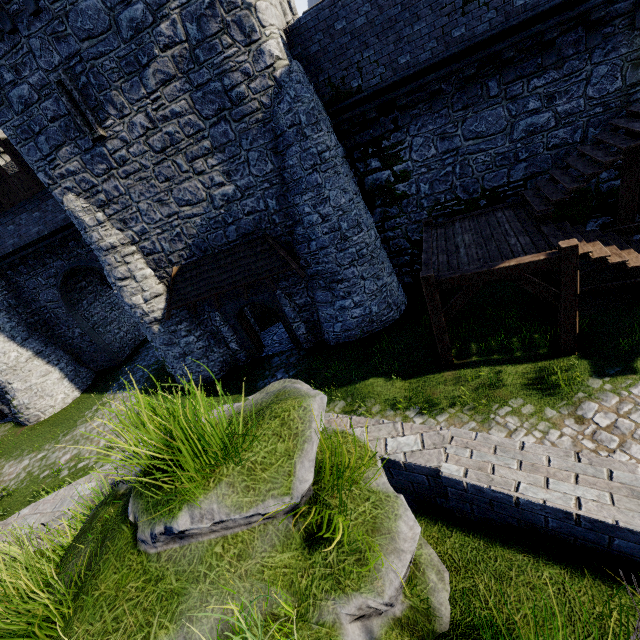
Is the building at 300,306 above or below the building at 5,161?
below

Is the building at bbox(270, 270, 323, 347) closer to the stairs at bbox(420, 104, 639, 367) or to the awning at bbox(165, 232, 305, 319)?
the awning at bbox(165, 232, 305, 319)

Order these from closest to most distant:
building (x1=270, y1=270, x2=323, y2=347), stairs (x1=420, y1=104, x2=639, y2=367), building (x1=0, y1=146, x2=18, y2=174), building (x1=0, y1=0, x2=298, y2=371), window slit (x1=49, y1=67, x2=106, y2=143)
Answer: stairs (x1=420, y1=104, x2=639, y2=367) < building (x1=0, y1=0, x2=298, y2=371) < window slit (x1=49, y1=67, x2=106, y2=143) < building (x1=270, y1=270, x2=323, y2=347) < building (x1=0, y1=146, x2=18, y2=174)

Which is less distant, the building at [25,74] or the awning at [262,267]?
the building at [25,74]

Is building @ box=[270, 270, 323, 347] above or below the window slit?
below

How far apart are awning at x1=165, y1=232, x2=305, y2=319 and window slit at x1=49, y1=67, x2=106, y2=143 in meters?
4.5

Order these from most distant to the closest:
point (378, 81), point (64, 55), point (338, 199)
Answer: point (338, 199), point (378, 81), point (64, 55)
